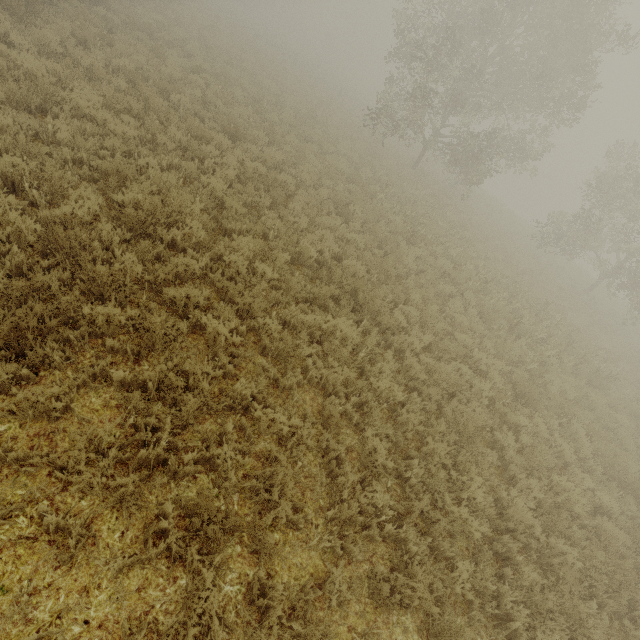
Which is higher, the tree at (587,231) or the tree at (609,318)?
the tree at (587,231)

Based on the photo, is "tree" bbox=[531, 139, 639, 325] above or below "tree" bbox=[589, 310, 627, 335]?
above

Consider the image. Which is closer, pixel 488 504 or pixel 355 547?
pixel 355 547

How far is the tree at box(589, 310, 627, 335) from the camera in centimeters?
1753cm

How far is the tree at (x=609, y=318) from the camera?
17.5 meters
